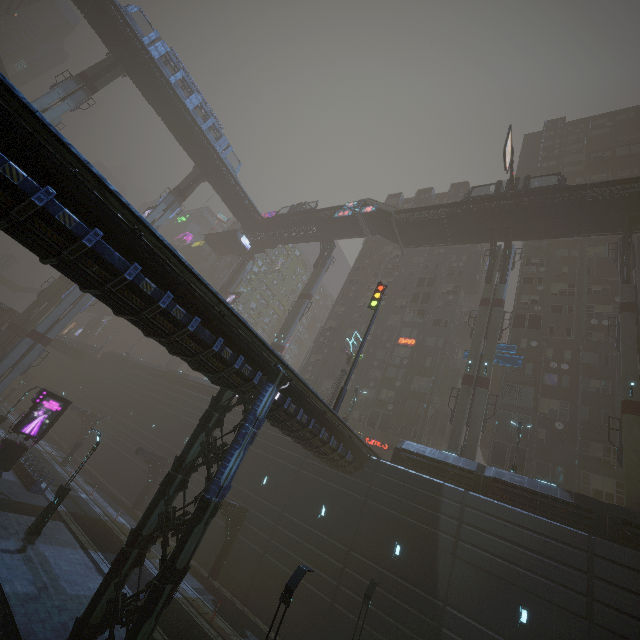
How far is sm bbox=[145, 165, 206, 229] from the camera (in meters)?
46.25

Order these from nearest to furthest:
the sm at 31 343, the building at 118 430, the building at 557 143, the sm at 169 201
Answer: the building at 118 430 < the sm at 31 343 < the building at 557 143 < the sm at 169 201

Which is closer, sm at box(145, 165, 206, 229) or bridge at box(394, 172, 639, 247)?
bridge at box(394, 172, 639, 247)

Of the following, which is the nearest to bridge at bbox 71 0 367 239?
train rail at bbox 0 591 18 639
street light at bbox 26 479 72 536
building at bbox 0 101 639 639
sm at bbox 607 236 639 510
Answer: building at bbox 0 101 639 639

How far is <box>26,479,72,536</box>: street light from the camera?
17.2 meters

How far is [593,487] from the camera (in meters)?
25.89

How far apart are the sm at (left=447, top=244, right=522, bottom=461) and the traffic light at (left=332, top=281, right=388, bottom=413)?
11.8m

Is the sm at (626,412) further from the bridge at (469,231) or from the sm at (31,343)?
the sm at (31,343)
